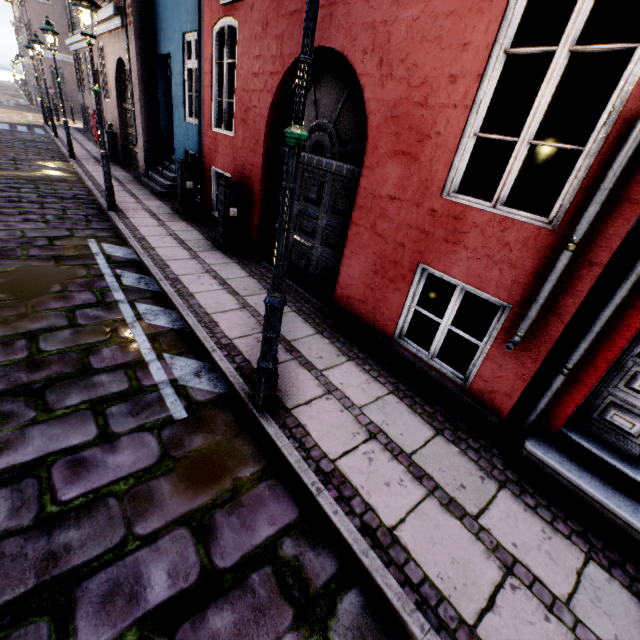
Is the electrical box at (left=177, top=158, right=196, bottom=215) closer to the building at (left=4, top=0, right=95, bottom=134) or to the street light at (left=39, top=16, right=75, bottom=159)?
the building at (left=4, top=0, right=95, bottom=134)

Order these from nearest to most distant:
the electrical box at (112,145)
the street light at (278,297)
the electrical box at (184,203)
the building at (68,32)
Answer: the street light at (278,297) → the electrical box at (184,203) → the electrical box at (112,145) → the building at (68,32)

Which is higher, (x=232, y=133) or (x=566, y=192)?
(x=566, y=192)

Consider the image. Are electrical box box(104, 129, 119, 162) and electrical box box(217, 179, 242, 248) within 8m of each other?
no

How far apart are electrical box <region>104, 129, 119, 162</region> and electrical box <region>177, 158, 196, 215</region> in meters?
7.2

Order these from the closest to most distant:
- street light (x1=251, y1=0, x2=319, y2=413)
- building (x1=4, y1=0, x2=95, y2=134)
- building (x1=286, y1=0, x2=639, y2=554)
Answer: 1. street light (x1=251, y1=0, x2=319, y2=413)
2. building (x1=286, y1=0, x2=639, y2=554)
3. building (x1=4, y1=0, x2=95, y2=134)

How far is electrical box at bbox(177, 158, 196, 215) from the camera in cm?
768

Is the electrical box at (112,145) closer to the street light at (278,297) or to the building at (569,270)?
the building at (569,270)
